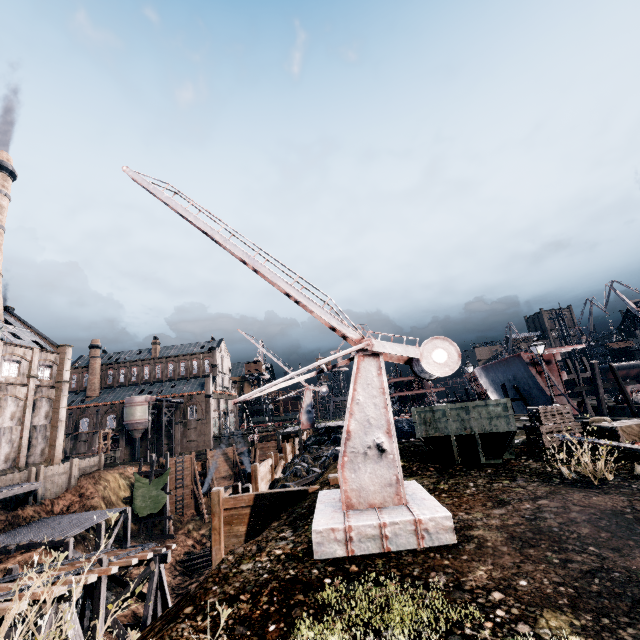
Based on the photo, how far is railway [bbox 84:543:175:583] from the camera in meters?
14.7

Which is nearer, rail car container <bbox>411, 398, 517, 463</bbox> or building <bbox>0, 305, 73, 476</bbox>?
rail car container <bbox>411, 398, 517, 463</bbox>

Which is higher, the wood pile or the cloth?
the cloth

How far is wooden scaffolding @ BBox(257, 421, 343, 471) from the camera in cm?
3041

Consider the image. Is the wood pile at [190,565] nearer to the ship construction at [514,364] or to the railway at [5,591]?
the railway at [5,591]

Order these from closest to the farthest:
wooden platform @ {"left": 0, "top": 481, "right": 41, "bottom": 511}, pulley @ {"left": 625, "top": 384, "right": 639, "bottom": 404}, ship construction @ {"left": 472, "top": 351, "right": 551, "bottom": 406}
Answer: wooden platform @ {"left": 0, "top": 481, "right": 41, "bottom": 511} → ship construction @ {"left": 472, "top": 351, "right": 551, "bottom": 406} → pulley @ {"left": 625, "top": 384, "right": 639, "bottom": 404}

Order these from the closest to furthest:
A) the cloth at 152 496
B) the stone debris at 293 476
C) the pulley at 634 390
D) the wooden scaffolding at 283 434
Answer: the stone debris at 293 476 < the wooden scaffolding at 283 434 < the pulley at 634 390 < the cloth at 152 496

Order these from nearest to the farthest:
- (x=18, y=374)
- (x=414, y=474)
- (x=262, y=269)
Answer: (x=262, y=269) < (x=414, y=474) < (x=18, y=374)
